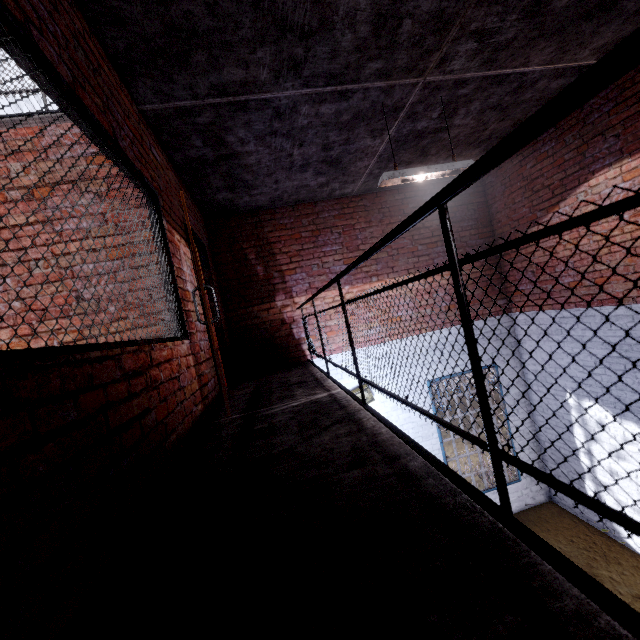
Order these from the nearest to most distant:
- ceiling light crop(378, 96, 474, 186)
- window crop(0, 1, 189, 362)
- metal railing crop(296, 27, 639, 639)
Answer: metal railing crop(296, 27, 639, 639), window crop(0, 1, 189, 362), ceiling light crop(378, 96, 474, 186)

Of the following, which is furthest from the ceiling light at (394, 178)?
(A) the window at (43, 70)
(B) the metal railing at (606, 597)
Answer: (A) the window at (43, 70)

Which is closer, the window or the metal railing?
the metal railing

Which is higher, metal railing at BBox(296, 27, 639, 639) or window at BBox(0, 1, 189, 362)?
window at BBox(0, 1, 189, 362)

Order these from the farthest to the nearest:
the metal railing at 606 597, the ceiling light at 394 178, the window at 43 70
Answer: the ceiling light at 394 178
the window at 43 70
the metal railing at 606 597

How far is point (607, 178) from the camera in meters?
4.5

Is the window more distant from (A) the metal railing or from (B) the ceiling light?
(B) the ceiling light
